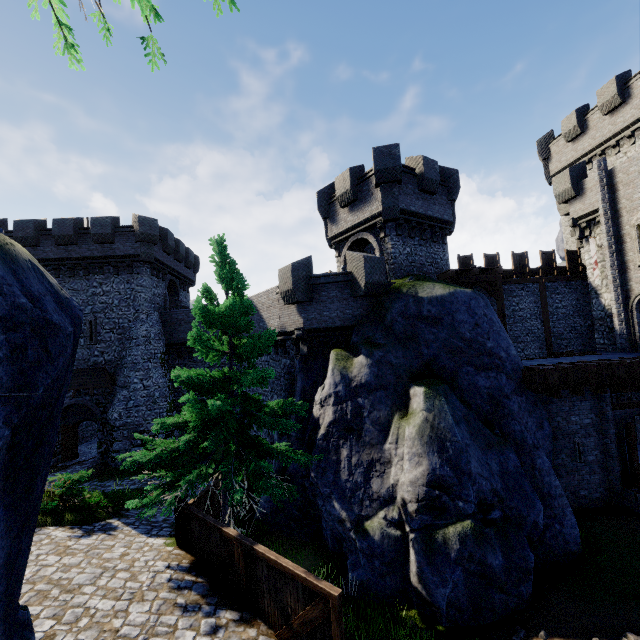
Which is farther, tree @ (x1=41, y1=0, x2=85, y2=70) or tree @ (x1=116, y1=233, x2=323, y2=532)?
tree @ (x1=116, y1=233, x2=323, y2=532)

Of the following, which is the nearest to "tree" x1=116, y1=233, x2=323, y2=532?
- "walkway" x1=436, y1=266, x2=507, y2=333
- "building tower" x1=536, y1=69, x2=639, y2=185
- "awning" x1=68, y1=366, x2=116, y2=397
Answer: "walkway" x1=436, y1=266, x2=507, y2=333

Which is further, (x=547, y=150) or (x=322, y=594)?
(x=547, y=150)

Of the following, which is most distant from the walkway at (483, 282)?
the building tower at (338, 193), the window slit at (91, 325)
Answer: the window slit at (91, 325)

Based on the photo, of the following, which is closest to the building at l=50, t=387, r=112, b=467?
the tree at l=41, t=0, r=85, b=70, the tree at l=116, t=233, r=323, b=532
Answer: the tree at l=116, t=233, r=323, b=532

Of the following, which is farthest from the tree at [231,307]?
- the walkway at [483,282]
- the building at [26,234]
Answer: the building at [26,234]

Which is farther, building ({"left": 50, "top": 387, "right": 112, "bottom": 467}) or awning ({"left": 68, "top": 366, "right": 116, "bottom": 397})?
building ({"left": 50, "top": 387, "right": 112, "bottom": 467})

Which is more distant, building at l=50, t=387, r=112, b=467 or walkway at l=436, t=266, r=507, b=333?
building at l=50, t=387, r=112, b=467
